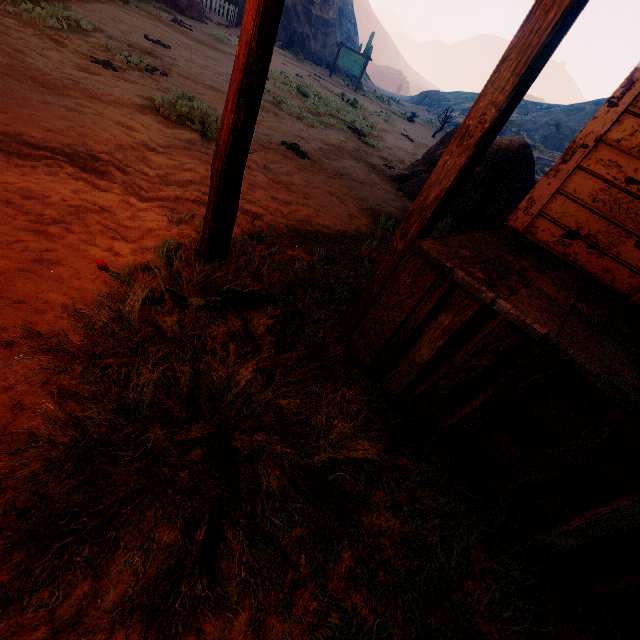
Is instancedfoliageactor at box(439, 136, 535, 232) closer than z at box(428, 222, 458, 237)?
No

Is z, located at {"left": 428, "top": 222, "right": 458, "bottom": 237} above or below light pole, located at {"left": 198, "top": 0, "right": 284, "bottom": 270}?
below

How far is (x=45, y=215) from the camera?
2.2 meters

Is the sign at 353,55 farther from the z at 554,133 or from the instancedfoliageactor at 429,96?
the instancedfoliageactor at 429,96

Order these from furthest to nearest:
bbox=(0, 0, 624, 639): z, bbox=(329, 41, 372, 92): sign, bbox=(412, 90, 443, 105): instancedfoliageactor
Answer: bbox=(412, 90, 443, 105): instancedfoliageactor → bbox=(329, 41, 372, 92): sign → bbox=(0, 0, 624, 639): z

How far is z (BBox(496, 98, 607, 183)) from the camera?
27.0m

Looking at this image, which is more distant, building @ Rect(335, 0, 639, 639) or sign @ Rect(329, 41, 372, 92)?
sign @ Rect(329, 41, 372, 92)

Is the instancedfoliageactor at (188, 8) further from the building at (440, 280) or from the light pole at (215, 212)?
the light pole at (215, 212)
